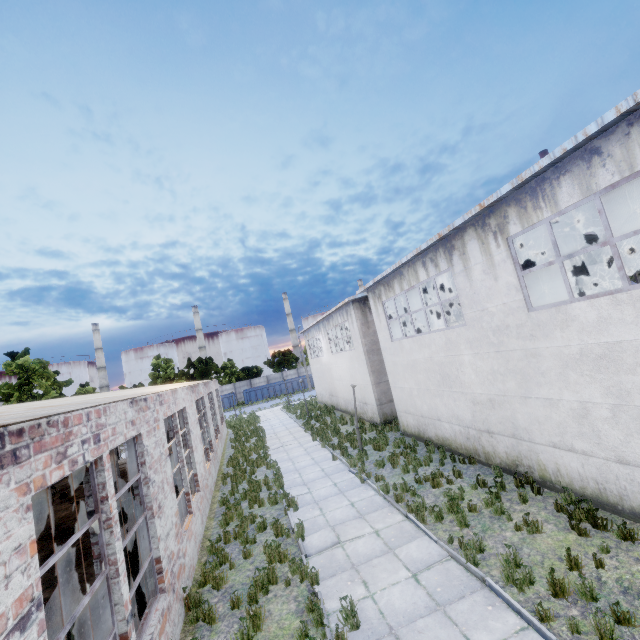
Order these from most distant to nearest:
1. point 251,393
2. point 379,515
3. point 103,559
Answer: point 251,393 → point 379,515 → point 103,559

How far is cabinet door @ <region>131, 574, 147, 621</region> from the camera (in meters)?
6.99

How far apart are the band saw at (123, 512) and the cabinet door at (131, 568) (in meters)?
1.98

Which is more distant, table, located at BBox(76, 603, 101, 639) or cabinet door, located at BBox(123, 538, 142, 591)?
cabinet door, located at BBox(123, 538, 142, 591)

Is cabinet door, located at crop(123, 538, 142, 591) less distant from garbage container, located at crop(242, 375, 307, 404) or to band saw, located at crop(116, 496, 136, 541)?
band saw, located at crop(116, 496, 136, 541)

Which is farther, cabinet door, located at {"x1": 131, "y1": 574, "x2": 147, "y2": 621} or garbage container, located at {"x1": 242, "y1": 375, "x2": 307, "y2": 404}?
garbage container, located at {"x1": 242, "y1": 375, "x2": 307, "y2": 404}

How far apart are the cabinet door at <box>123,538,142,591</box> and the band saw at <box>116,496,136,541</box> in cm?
198

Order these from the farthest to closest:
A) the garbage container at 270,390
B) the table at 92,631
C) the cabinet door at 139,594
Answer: the garbage container at 270,390
the cabinet door at 139,594
the table at 92,631
